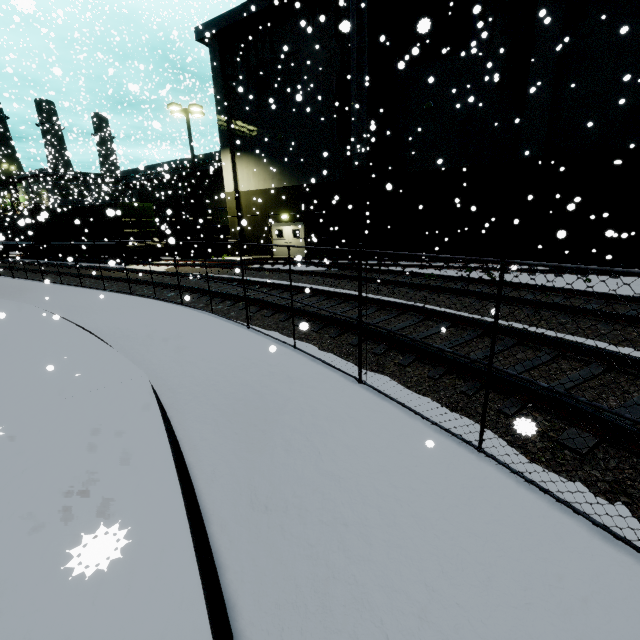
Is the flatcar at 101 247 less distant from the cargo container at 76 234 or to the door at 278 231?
the cargo container at 76 234

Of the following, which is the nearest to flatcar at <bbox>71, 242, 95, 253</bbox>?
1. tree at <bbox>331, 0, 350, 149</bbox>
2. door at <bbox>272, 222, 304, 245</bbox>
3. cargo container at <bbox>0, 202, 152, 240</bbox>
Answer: cargo container at <bbox>0, 202, 152, 240</bbox>

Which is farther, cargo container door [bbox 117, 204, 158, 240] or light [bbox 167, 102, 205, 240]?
cargo container door [bbox 117, 204, 158, 240]

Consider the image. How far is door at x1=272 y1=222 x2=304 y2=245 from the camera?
23.5m

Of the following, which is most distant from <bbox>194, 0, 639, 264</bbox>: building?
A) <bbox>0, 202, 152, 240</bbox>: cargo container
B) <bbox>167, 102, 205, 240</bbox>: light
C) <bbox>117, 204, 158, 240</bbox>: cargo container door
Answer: <bbox>167, 102, 205, 240</bbox>: light

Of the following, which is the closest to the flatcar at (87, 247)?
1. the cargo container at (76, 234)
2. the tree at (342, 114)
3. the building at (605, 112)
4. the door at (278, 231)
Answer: the cargo container at (76, 234)

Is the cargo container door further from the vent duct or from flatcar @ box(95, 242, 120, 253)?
the vent duct

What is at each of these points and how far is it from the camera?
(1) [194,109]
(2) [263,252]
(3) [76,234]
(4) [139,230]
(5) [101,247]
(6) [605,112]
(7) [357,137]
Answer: (1) light, 20.8 meters
(2) building, 25.8 meters
(3) cargo container, 24.5 meters
(4) cargo container door, 22.2 meters
(5) flatcar, 23.0 meters
(6) building, 14.0 meters
(7) vent duct, 17.7 meters
